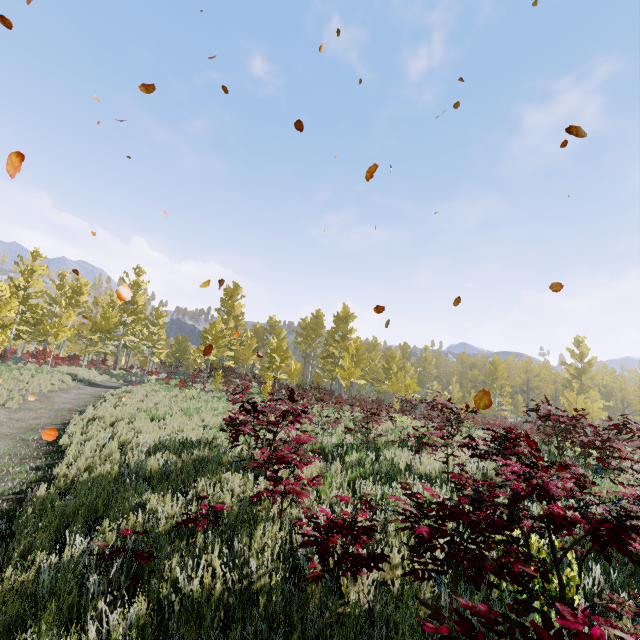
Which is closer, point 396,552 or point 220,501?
point 396,552
